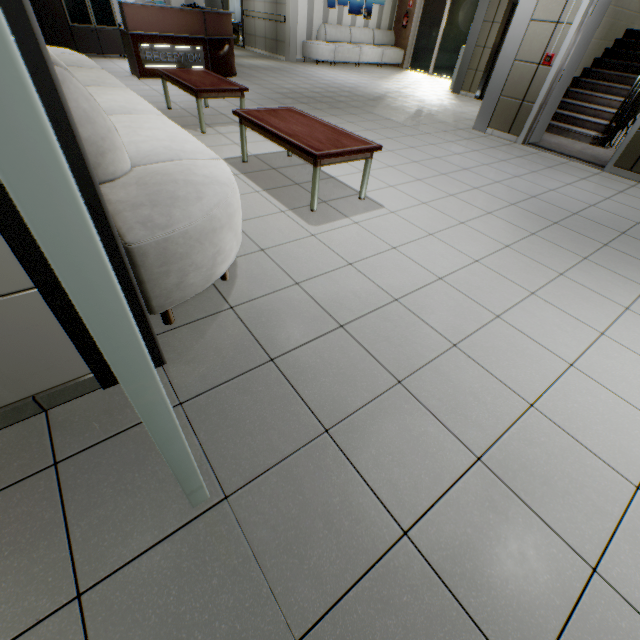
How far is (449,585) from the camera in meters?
1.1

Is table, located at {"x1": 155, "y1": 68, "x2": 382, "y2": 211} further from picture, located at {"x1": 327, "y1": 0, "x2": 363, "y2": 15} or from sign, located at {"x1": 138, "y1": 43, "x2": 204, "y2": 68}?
picture, located at {"x1": 327, "y1": 0, "x2": 363, "y2": 15}

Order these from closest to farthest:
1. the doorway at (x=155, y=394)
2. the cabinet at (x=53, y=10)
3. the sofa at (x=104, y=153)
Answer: the doorway at (x=155, y=394), the sofa at (x=104, y=153), the cabinet at (x=53, y=10)

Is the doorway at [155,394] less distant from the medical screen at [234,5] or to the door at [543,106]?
the door at [543,106]

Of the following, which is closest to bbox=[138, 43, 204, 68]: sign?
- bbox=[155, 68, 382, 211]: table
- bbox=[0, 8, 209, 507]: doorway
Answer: bbox=[155, 68, 382, 211]: table

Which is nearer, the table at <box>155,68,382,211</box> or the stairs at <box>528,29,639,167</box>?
the table at <box>155,68,382,211</box>

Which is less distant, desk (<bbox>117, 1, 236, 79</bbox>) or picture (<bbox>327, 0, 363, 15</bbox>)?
desk (<bbox>117, 1, 236, 79</bbox>)

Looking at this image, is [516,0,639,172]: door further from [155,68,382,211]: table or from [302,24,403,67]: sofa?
[302,24,403,67]: sofa
